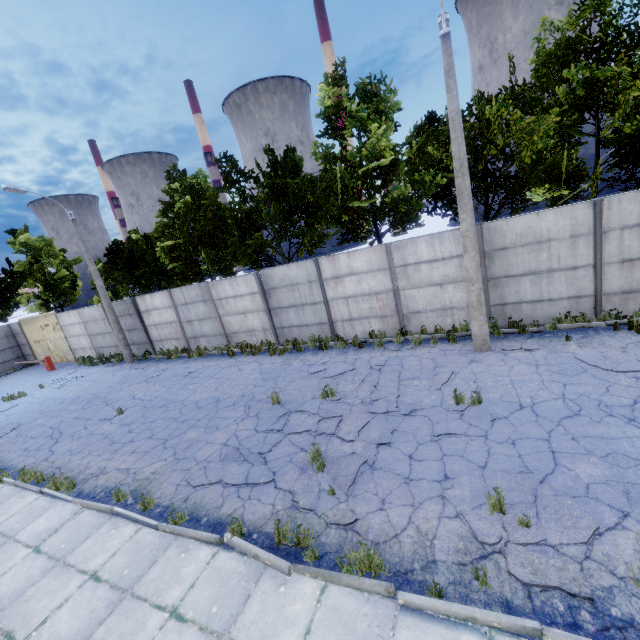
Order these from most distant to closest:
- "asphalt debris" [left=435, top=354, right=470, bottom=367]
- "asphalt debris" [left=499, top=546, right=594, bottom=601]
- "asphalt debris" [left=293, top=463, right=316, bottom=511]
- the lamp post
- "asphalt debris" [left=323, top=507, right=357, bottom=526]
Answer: "asphalt debris" [left=435, top=354, right=470, bottom=367] → the lamp post → "asphalt debris" [left=293, top=463, right=316, bottom=511] → "asphalt debris" [left=323, top=507, right=357, bottom=526] → "asphalt debris" [left=499, top=546, right=594, bottom=601]

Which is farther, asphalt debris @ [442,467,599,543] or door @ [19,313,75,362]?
door @ [19,313,75,362]

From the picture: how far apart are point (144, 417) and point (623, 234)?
16.0 meters

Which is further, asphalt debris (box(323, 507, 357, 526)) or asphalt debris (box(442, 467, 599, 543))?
asphalt debris (box(323, 507, 357, 526))

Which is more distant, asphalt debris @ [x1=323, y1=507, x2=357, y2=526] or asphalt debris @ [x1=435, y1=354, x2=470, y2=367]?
asphalt debris @ [x1=435, y1=354, x2=470, y2=367]

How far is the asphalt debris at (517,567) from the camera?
3.6 meters

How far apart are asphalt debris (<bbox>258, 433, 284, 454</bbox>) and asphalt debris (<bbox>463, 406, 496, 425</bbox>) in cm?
405

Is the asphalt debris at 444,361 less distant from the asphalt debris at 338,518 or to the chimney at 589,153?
the asphalt debris at 338,518
